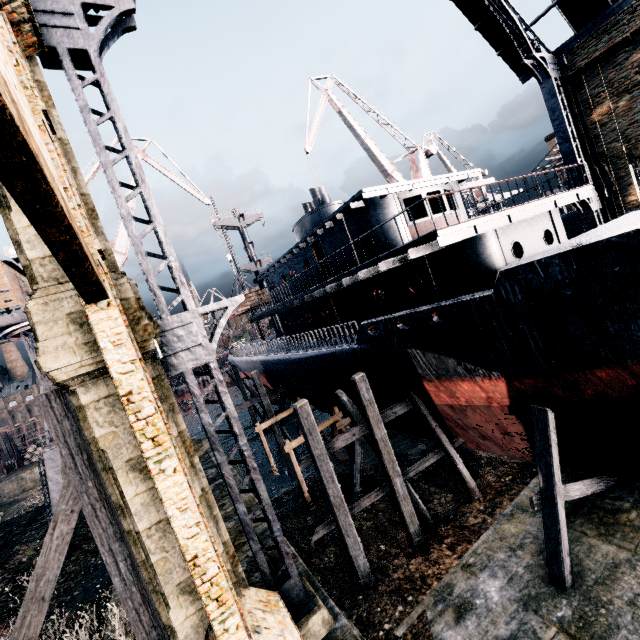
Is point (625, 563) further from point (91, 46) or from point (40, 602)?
point (91, 46)

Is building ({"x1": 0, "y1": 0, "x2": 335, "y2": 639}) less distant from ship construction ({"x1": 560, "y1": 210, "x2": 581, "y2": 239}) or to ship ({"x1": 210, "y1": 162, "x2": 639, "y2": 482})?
ship ({"x1": 210, "y1": 162, "x2": 639, "y2": 482})

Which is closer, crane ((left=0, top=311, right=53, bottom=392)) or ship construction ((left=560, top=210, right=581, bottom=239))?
crane ((left=0, top=311, right=53, bottom=392))

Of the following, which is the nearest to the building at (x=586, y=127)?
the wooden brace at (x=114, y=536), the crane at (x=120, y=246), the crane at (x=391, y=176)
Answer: the wooden brace at (x=114, y=536)

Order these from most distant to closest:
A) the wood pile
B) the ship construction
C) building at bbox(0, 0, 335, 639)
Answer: the ship construction < the wood pile < building at bbox(0, 0, 335, 639)

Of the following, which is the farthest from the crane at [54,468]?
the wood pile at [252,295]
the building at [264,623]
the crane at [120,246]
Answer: Result: the building at [264,623]

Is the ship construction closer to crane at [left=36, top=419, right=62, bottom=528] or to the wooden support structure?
the wooden support structure

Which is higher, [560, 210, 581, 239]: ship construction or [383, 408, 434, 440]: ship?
[560, 210, 581, 239]: ship construction
